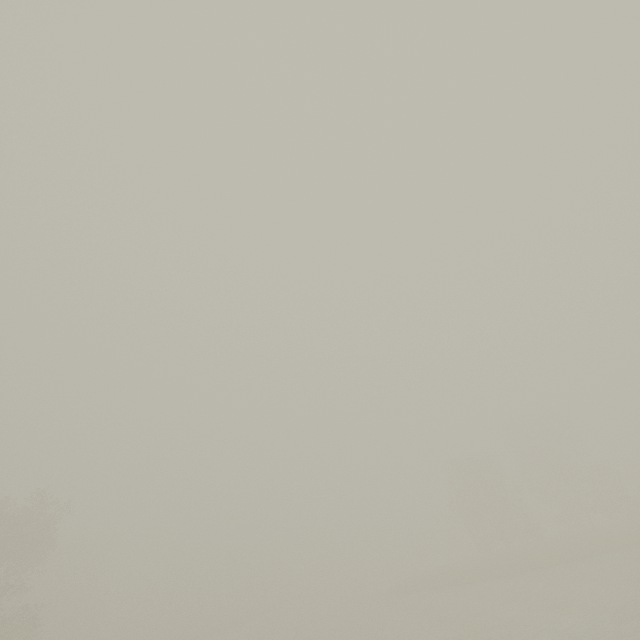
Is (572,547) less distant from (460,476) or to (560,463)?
(460,476)
